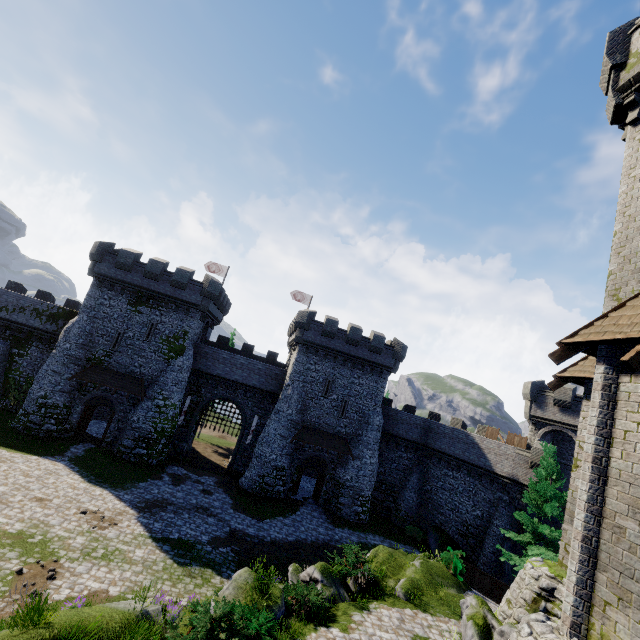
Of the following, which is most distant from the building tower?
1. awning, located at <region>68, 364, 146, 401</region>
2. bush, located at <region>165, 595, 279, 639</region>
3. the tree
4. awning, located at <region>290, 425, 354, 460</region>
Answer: awning, located at <region>68, 364, 146, 401</region>

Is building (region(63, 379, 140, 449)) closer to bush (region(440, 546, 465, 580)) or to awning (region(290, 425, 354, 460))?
awning (region(290, 425, 354, 460))

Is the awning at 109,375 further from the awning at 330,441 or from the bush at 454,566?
the bush at 454,566

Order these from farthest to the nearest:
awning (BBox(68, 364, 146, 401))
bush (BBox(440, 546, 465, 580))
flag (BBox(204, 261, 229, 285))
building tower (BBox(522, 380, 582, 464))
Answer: flag (BBox(204, 261, 229, 285)) < building tower (BBox(522, 380, 582, 464)) < awning (BBox(68, 364, 146, 401)) < bush (BBox(440, 546, 465, 580))

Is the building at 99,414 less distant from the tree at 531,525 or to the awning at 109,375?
the awning at 109,375

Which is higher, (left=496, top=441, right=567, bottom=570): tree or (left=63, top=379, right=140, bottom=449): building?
(left=496, top=441, right=567, bottom=570): tree

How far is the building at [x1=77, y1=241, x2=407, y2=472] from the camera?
29.0 meters

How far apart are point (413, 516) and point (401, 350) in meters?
16.0
